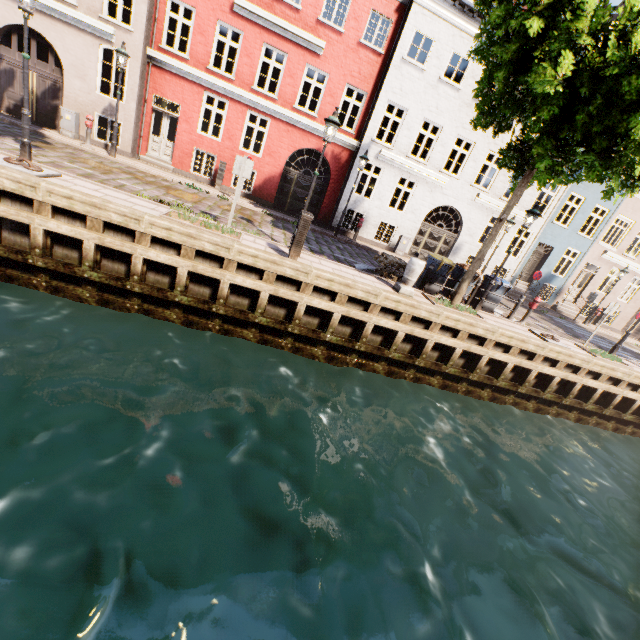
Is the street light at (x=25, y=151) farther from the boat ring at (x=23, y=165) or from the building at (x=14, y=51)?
the building at (x=14, y=51)

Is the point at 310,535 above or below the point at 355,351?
below

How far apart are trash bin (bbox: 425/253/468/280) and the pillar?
1.8 meters

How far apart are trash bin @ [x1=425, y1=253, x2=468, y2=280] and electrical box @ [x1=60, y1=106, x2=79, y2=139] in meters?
15.5

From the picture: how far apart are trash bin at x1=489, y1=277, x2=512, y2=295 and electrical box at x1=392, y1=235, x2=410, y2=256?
5.95m

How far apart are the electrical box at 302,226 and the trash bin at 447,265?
5.1m

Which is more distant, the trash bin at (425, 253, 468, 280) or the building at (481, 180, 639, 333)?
the building at (481, 180, 639, 333)

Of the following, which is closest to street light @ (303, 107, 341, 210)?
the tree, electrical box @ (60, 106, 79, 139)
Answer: the tree
